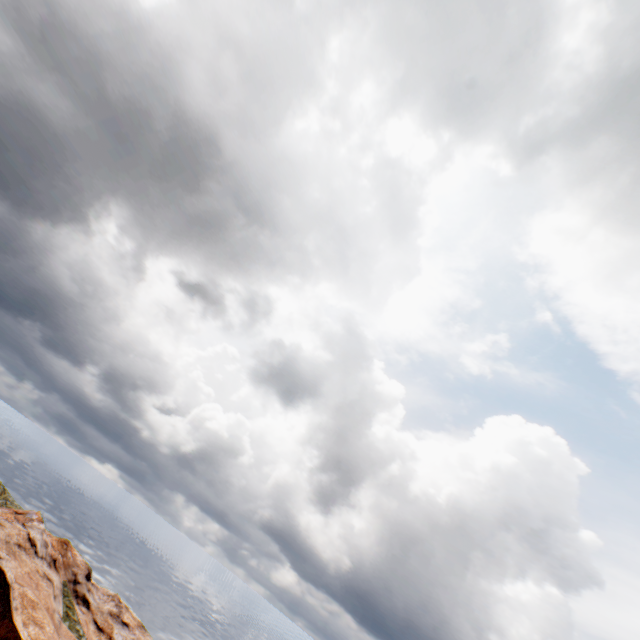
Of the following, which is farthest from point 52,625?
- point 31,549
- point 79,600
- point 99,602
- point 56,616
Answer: point 99,602
